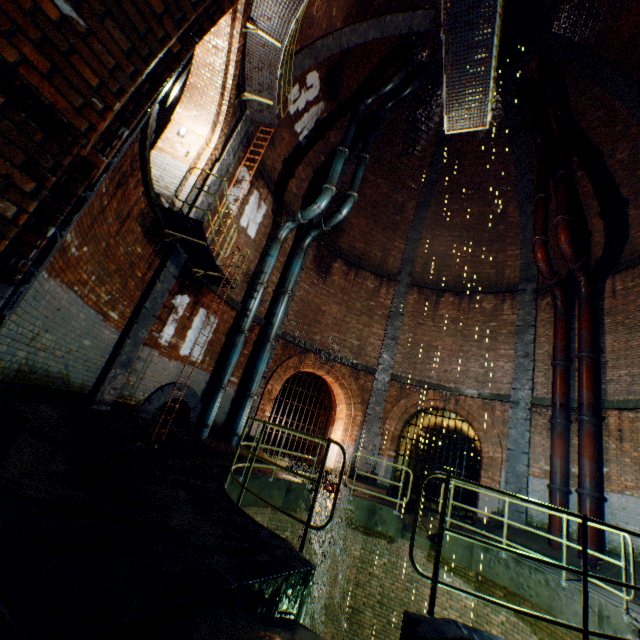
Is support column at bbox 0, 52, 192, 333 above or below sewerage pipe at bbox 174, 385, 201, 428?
above

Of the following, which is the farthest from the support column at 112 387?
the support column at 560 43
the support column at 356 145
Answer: the support column at 560 43

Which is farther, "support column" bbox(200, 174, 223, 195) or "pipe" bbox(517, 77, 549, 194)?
"pipe" bbox(517, 77, 549, 194)

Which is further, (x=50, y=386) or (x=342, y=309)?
(x=342, y=309)

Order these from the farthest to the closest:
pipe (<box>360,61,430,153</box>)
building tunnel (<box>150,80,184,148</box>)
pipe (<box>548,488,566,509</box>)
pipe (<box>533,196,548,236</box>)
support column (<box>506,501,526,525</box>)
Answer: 1. pipe (<box>360,61,430,153</box>)
2. pipe (<box>533,196,548,236</box>)
3. support column (<box>506,501,526,525</box>)
4. pipe (<box>548,488,566,509</box>)
5. building tunnel (<box>150,80,184,148</box>)

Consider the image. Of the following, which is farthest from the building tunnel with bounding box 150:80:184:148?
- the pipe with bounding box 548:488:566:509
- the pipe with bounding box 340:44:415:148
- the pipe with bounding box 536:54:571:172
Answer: the pipe with bounding box 548:488:566:509

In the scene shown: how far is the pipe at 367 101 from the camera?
12.8 meters

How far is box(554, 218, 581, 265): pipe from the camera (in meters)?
11.05
